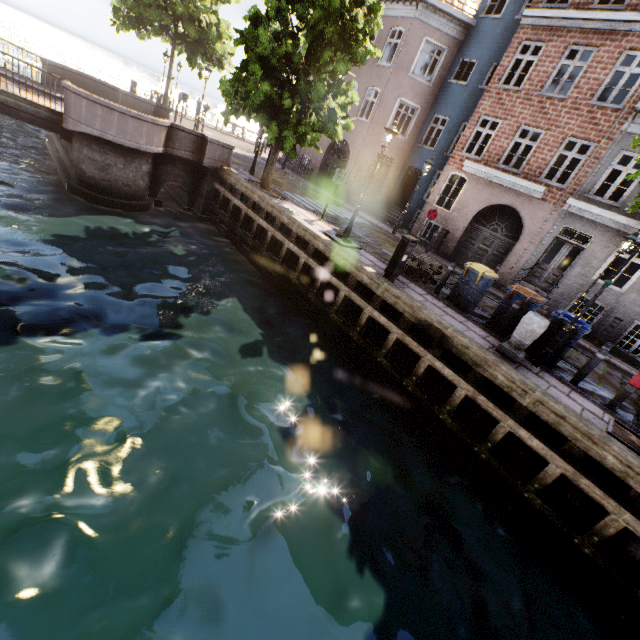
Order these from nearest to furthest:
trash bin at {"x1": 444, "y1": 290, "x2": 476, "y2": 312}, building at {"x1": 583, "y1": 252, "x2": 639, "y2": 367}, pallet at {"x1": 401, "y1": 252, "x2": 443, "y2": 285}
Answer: trash bin at {"x1": 444, "y1": 290, "x2": 476, "y2": 312}
pallet at {"x1": 401, "y1": 252, "x2": 443, "y2": 285}
building at {"x1": 583, "y1": 252, "x2": 639, "y2": 367}

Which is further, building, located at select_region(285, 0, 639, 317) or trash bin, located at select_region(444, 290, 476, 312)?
building, located at select_region(285, 0, 639, 317)

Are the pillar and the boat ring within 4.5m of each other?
no

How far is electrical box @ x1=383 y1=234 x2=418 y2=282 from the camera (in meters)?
8.26

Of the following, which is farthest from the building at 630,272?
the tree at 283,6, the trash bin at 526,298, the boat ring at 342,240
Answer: the boat ring at 342,240

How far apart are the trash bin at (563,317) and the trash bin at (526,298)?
0.4m

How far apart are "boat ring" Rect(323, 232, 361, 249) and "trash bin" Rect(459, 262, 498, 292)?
3.16m

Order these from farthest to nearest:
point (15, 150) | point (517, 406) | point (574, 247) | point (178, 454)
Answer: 1. point (574, 247)
2. point (15, 150)
3. point (517, 406)
4. point (178, 454)
